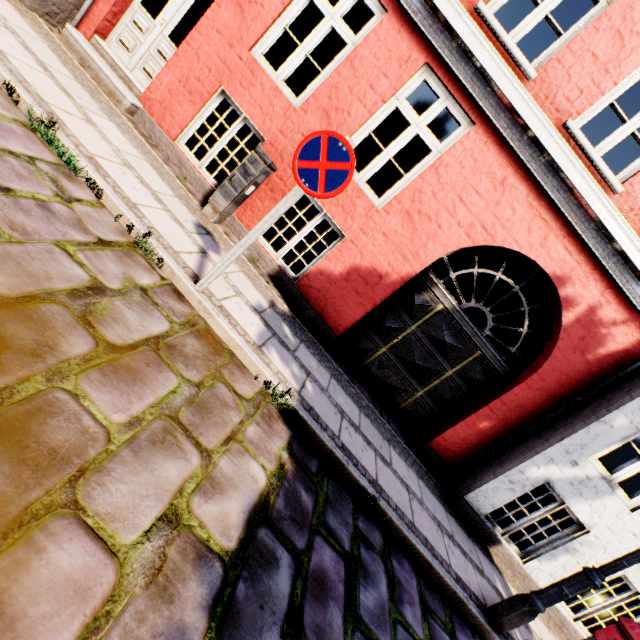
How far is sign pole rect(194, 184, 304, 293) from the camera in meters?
2.9

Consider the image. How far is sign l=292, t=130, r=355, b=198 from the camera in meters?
2.7

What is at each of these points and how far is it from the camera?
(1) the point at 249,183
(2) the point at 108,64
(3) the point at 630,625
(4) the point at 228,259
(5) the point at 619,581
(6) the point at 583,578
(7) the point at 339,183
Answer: (1) electrical box, 4.7 meters
(2) building, 5.3 meters
(3) hydrant, 3.5 meters
(4) sign pole, 3.0 meters
(5) building, 5.3 meters
(6) street light, 3.3 meters
(7) sign, 2.7 meters

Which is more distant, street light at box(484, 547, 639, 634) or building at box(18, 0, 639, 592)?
building at box(18, 0, 639, 592)

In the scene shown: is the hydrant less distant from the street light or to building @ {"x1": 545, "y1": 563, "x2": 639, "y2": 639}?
the street light

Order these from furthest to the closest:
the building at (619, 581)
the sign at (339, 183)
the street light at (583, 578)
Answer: the building at (619, 581)
the street light at (583, 578)
the sign at (339, 183)

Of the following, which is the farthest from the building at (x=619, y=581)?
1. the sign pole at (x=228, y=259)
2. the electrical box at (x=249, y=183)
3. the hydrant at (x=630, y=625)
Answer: the sign pole at (x=228, y=259)

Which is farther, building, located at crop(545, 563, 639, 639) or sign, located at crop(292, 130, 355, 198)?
building, located at crop(545, 563, 639, 639)
